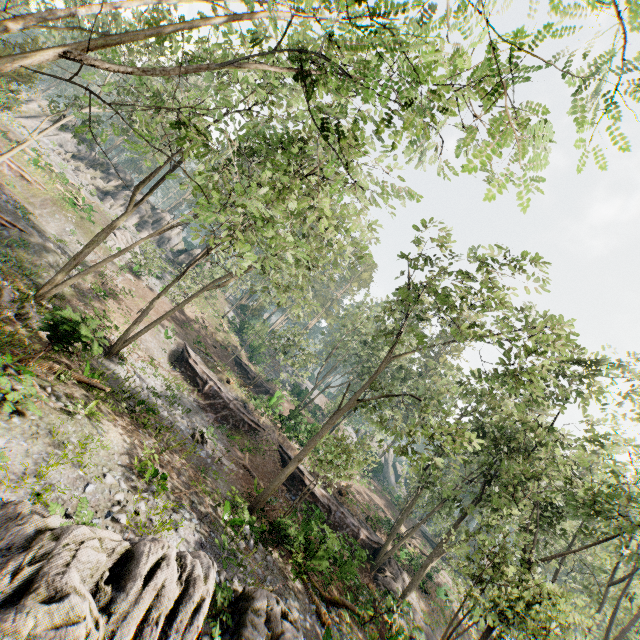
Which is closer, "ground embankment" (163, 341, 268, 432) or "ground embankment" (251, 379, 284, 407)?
"ground embankment" (163, 341, 268, 432)

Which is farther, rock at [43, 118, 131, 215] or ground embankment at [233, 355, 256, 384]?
rock at [43, 118, 131, 215]

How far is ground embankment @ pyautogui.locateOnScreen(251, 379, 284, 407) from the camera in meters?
30.8 m

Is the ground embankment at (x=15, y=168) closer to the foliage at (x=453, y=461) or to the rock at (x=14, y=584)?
the foliage at (x=453, y=461)

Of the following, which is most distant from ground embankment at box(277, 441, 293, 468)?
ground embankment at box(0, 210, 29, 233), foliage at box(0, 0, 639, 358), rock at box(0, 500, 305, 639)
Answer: ground embankment at box(0, 210, 29, 233)

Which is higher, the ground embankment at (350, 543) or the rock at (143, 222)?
the rock at (143, 222)

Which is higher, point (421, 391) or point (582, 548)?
point (421, 391)

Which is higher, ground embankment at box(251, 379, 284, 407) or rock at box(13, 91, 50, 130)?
rock at box(13, 91, 50, 130)
